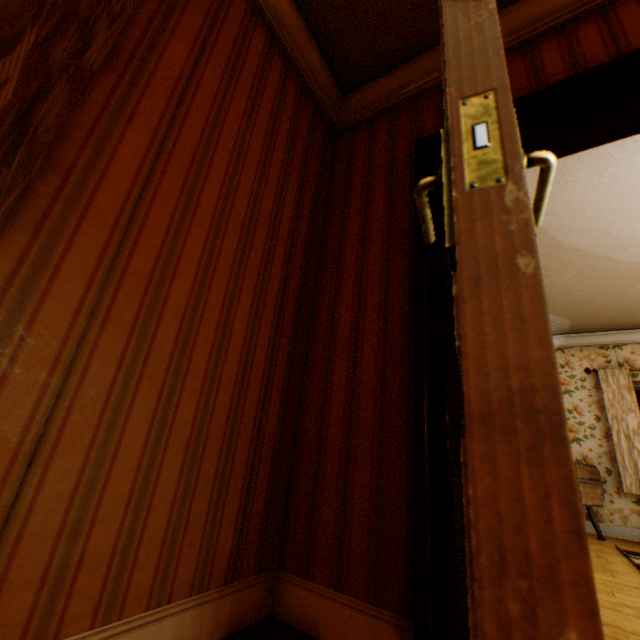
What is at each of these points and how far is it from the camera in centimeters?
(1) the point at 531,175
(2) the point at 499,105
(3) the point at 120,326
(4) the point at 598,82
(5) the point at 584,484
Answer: (1) building, 291cm
(2) childactor, 44cm
(3) building, 102cm
(4) building, 147cm
(5) tv, 452cm

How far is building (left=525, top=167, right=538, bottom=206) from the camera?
2.86m

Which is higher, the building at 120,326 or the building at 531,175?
the building at 531,175

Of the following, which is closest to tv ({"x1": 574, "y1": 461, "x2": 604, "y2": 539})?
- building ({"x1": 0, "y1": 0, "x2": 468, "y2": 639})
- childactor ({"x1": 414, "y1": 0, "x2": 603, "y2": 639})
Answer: building ({"x1": 0, "y1": 0, "x2": 468, "y2": 639})

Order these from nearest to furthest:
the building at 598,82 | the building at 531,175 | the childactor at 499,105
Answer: the childactor at 499,105 < the building at 598,82 < the building at 531,175

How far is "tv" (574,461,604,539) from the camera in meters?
4.4 m

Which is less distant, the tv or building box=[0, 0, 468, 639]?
building box=[0, 0, 468, 639]
